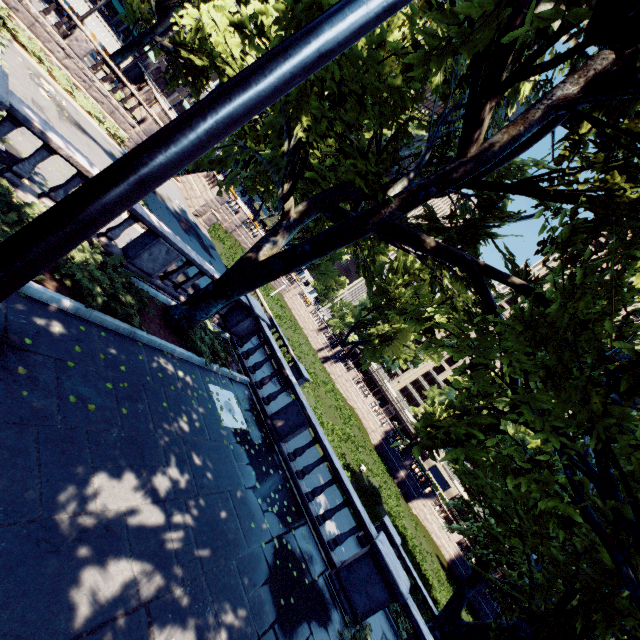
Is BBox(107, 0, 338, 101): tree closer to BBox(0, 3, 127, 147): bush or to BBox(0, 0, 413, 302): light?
BBox(0, 0, 413, 302): light

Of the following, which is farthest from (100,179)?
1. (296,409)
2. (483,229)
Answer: (483,229)

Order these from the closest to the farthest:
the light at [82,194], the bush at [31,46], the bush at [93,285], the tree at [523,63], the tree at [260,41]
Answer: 1. the light at [82,194]
2. the tree at [523,63]
3. the tree at [260,41]
4. the bush at [93,285]
5. the bush at [31,46]

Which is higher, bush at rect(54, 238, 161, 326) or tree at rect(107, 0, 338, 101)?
tree at rect(107, 0, 338, 101)

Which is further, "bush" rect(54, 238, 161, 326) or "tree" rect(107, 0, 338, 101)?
"bush" rect(54, 238, 161, 326)

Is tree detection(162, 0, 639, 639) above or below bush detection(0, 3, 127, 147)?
above

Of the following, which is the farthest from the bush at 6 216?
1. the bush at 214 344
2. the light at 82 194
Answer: the light at 82 194
